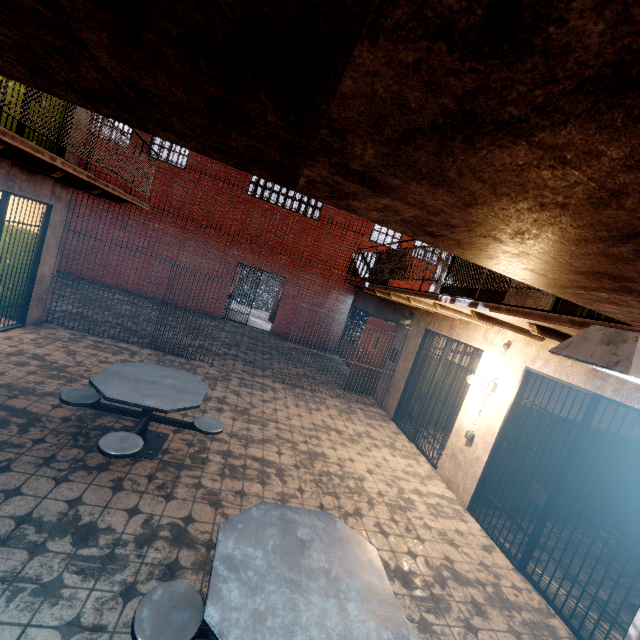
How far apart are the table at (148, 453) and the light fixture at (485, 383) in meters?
3.9

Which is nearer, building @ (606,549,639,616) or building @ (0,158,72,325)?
building @ (606,549,639,616)

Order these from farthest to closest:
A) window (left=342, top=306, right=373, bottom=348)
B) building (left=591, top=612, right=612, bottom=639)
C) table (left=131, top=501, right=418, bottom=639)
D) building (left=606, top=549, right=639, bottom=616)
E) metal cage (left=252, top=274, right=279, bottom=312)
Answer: metal cage (left=252, top=274, right=279, bottom=312) < window (left=342, top=306, right=373, bottom=348) < building (left=606, top=549, right=639, bottom=616) < building (left=591, top=612, right=612, bottom=639) < table (left=131, top=501, right=418, bottom=639)

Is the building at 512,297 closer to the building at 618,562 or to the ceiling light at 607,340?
the building at 618,562

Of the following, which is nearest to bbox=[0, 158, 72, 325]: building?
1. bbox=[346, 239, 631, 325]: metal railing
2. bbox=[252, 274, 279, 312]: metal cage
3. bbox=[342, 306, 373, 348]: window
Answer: bbox=[346, 239, 631, 325]: metal railing

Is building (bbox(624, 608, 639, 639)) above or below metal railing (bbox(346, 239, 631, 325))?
below

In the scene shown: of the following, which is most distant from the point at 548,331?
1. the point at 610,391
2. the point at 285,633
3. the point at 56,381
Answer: the point at 56,381

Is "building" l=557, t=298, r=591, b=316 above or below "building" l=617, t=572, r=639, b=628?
above
